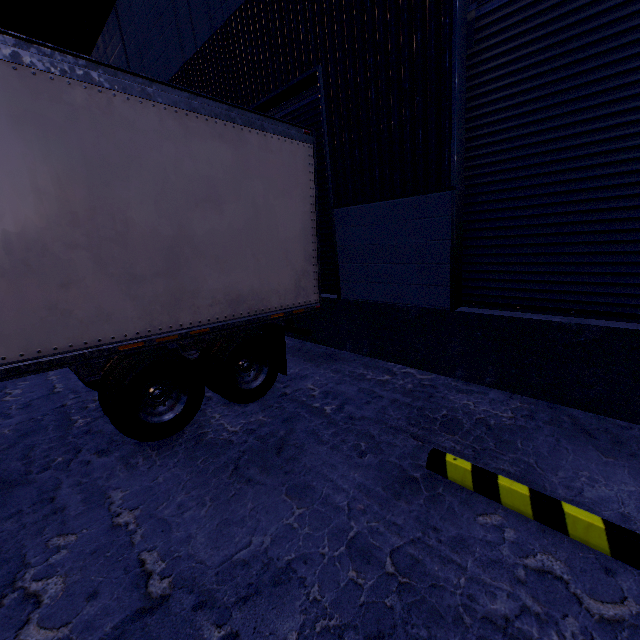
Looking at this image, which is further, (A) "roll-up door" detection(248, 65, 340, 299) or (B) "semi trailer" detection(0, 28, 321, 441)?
(A) "roll-up door" detection(248, 65, 340, 299)

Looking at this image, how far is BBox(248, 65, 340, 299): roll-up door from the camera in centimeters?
494cm

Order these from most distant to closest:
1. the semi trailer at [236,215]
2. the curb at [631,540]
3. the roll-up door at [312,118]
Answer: the roll-up door at [312,118], the semi trailer at [236,215], the curb at [631,540]

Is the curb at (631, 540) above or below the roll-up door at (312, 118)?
below

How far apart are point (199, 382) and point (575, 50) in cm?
530

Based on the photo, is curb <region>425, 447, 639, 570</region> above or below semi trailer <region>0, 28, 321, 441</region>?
below

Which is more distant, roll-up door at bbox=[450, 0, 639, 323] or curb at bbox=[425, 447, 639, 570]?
roll-up door at bbox=[450, 0, 639, 323]

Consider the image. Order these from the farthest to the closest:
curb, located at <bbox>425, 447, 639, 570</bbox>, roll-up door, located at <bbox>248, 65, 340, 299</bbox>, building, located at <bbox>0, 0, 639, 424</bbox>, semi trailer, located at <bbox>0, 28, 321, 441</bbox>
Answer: roll-up door, located at <bbox>248, 65, 340, 299</bbox> < building, located at <bbox>0, 0, 639, 424</bbox> < semi trailer, located at <bbox>0, 28, 321, 441</bbox> < curb, located at <bbox>425, 447, 639, 570</bbox>
